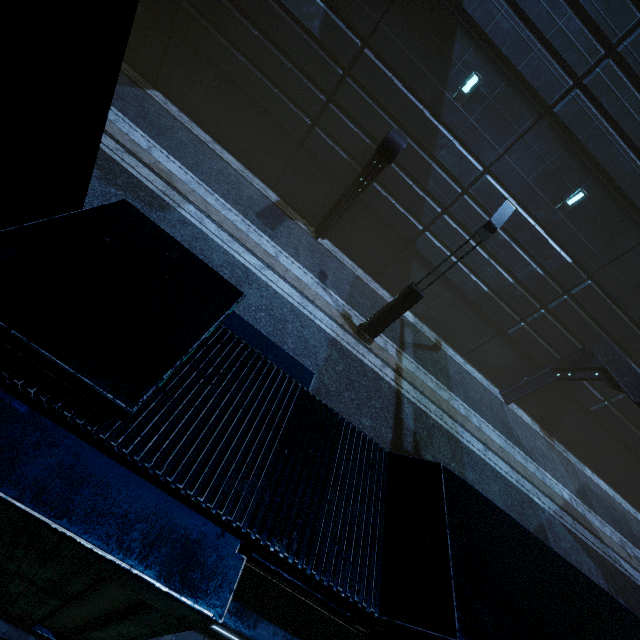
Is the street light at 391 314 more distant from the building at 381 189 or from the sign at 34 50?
the sign at 34 50

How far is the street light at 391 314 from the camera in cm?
826

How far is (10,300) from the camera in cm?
129

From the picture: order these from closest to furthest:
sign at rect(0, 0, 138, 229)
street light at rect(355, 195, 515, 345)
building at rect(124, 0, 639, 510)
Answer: sign at rect(0, 0, 138, 229) < street light at rect(355, 195, 515, 345) < building at rect(124, 0, 639, 510)

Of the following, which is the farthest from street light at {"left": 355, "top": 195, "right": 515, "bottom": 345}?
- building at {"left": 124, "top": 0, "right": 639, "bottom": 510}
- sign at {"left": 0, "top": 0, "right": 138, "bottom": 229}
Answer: sign at {"left": 0, "top": 0, "right": 138, "bottom": 229}

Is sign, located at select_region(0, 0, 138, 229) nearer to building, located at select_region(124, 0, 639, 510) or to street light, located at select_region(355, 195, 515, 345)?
building, located at select_region(124, 0, 639, 510)

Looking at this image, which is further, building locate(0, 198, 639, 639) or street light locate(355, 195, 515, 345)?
street light locate(355, 195, 515, 345)
